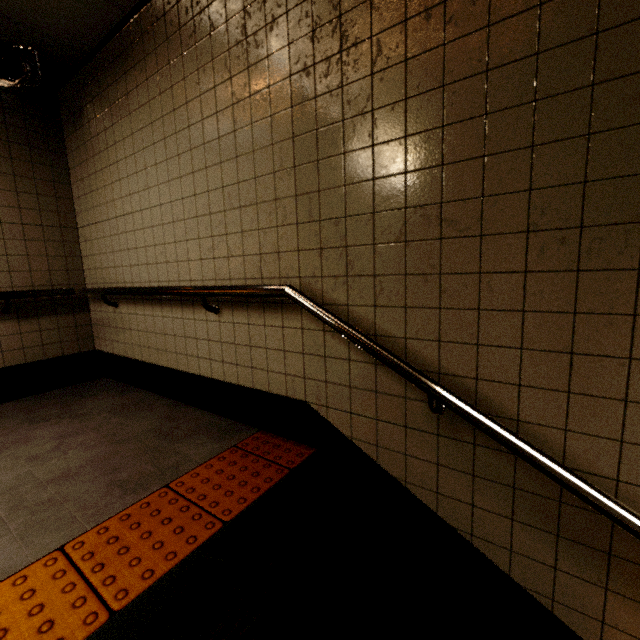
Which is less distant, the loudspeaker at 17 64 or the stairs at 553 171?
the stairs at 553 171

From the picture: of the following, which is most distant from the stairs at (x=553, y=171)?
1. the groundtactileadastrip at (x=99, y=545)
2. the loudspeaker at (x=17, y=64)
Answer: the loudspeaker at (x=17, y=64)

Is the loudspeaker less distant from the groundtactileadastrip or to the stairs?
the stairs

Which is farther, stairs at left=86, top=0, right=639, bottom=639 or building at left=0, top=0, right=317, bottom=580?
building at left=0, top=0, right=317, bottom=580

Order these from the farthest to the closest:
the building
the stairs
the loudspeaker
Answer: the loudspeaker
the building
the stairs

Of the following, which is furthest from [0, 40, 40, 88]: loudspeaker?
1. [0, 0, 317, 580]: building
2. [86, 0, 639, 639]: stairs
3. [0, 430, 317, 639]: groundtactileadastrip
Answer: [0, 430, 317, 639]: groundtactileadastrip

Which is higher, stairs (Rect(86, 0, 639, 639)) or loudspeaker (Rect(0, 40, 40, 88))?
loudspeaker (Rect(0, 40, 40, 88))

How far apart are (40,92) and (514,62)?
4.05m
